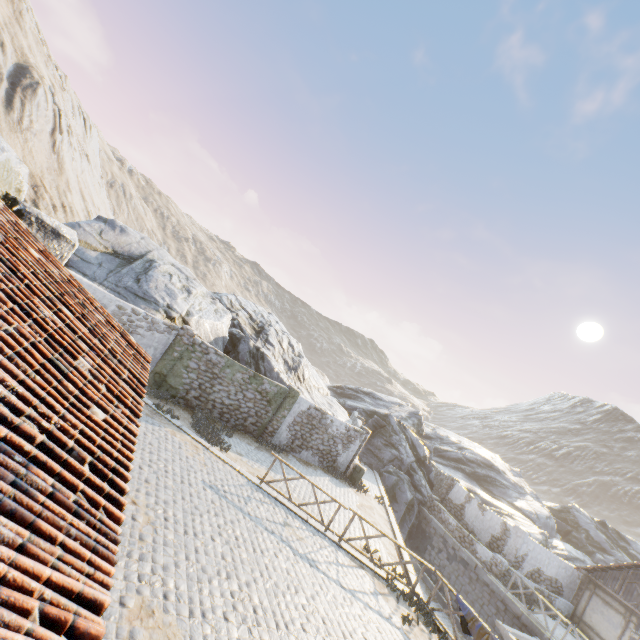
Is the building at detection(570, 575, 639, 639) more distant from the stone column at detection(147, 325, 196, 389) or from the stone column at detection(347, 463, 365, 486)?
the stone column at detection(147, 325, 196, 389)

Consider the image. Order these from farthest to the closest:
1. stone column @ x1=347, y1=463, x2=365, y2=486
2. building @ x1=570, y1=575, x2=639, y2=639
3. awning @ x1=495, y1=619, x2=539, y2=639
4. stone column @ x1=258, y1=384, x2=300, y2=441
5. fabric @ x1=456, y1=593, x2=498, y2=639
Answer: Result:
1. stone column @ x1=347, y1=463, x2=365, y2=486
2. building @ x1=570, y1=575, x2=639, y2=639
3. stone column @ x1=258, y1=384, x2=300, y2=441
4. awning @ x1=495, y1=619, x2=539, y2=639
5. fabric @ x1=456, y1=593, x2=498, y2=639

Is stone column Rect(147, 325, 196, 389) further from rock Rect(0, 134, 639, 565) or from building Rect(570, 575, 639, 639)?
building Rect(570, 575, 639, 639)

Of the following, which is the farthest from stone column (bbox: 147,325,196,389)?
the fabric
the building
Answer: the building

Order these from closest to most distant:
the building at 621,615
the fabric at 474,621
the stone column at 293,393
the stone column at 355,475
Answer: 1. the fabric at 474,621
2. the stone column at 293,393
3. the building at 621,615
4. the stone column at 355,475

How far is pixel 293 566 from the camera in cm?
884

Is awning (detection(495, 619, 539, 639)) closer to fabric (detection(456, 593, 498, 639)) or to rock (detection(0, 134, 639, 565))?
fabric (detection(456, 593, 498, 639))

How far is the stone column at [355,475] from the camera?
19.2 meters
